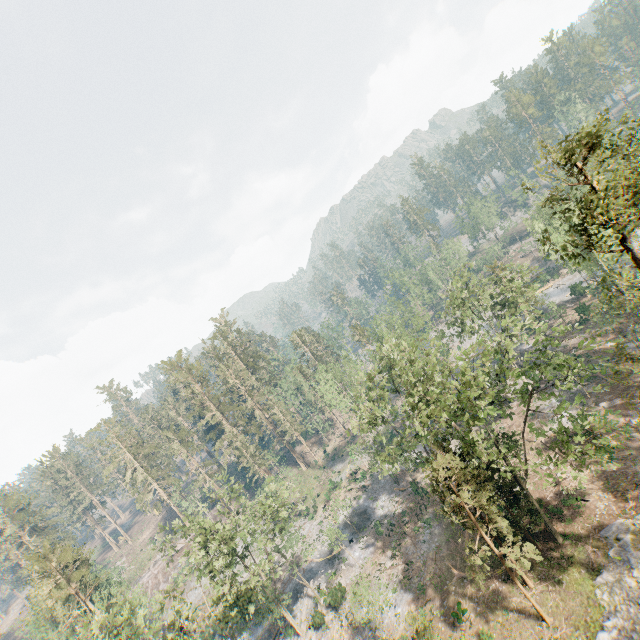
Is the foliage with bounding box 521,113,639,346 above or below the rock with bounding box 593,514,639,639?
above

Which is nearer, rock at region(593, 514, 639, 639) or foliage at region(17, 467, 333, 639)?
rock at region(593, 514, 639, 639)

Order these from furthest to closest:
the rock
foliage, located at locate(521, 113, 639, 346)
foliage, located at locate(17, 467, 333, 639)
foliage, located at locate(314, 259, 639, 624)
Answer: foliage, located at locate(17, 467, 333, 639), foliage, located at locate(314, 259, 639, 624), the rock, foliage, located at locate(521, 113, 639, 346)

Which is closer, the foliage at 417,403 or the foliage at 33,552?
the foliage at 417,403

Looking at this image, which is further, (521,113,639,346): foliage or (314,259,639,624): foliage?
(314,259,639,624): foliage

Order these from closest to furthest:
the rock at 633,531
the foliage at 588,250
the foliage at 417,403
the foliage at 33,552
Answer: the foliage at 588,250
the rock at 633,531
the foliage at 417,403
the foliage at 33,552

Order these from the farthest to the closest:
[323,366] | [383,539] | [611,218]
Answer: [323,366], [383,539], [611,218]
